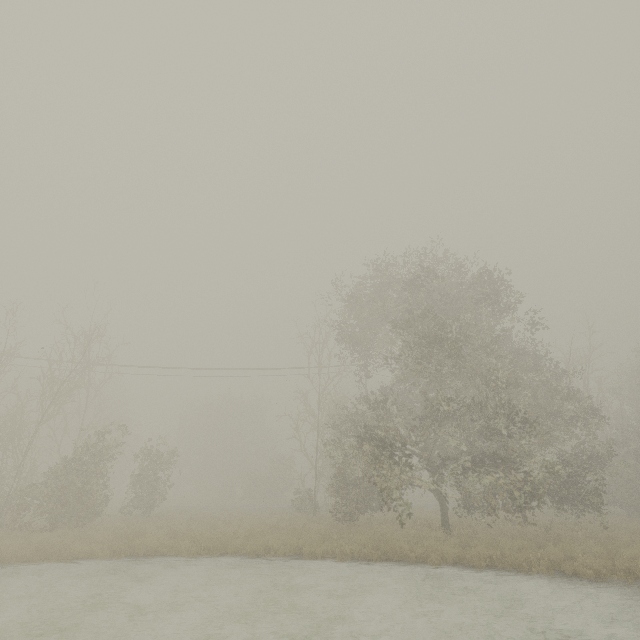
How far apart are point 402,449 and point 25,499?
19.20m
